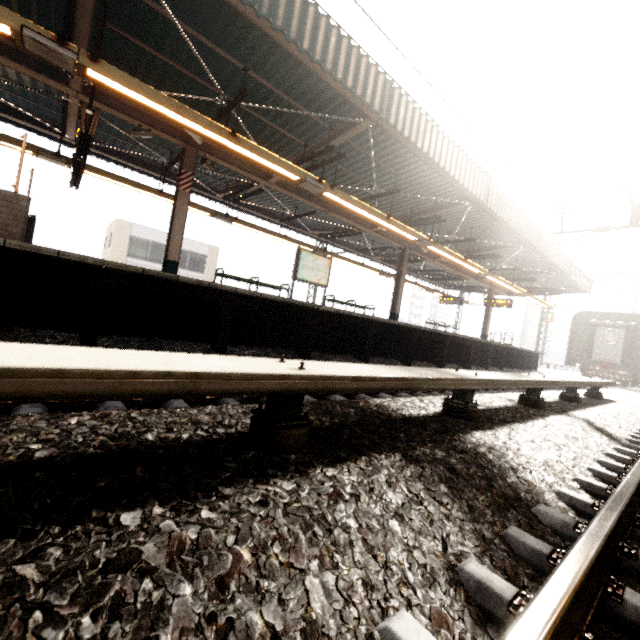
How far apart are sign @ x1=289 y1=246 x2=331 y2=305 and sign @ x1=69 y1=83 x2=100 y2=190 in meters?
6.0

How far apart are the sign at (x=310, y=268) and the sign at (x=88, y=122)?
6.0m

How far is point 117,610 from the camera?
0.8m

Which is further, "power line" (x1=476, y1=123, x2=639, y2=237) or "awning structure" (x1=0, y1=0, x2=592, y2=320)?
"power line" (x1=476, y1=123, x2=639, y2=237)

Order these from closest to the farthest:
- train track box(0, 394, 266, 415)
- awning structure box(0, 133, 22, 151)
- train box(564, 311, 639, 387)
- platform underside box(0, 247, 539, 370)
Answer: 1. train track box(0, 394, 266, 415)
2. platform underside box(0, 247, 539, 370)
3. awning structure box(0, 133, 22, 151)
4. train box(564, 311, 639, 387)

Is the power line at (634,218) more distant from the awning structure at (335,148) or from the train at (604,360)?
the train at (604,360)

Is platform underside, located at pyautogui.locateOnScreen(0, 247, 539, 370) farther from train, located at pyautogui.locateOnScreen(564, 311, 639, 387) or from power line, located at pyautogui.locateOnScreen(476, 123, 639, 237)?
train, located at pyautogui.locateOnScreen(564, 311, 639, 387)

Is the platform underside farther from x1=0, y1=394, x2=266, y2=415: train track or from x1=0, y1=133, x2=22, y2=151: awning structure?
x1=0, y1=133, x2=22, y2=151: awning structure
